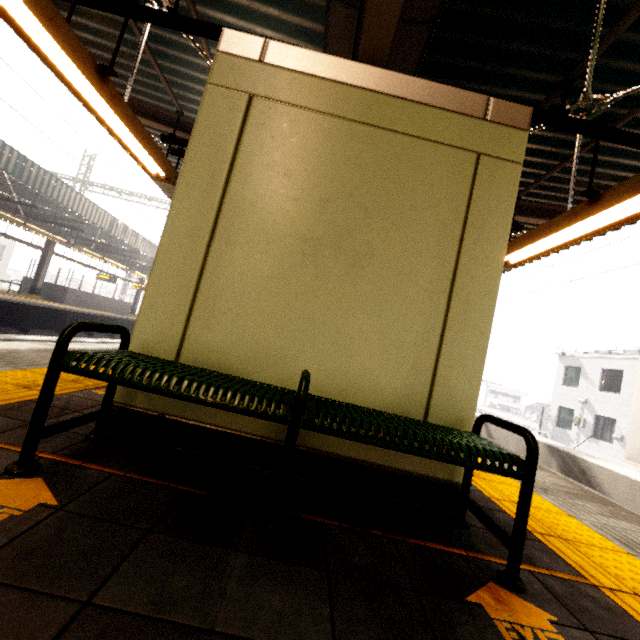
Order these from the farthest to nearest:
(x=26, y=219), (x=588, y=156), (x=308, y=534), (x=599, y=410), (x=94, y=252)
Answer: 1. (x=599, y=410)
2. (x=94, y=252)
3. (x=26, y=219)
4. (x=588, y=156)
5. (x=308, y=534)

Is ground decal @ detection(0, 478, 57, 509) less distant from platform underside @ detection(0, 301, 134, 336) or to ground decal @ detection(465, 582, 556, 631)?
ground decal @ detection(465, 582, 556, 631)

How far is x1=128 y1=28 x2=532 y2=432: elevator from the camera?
2.2m

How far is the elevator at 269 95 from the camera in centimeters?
219cm

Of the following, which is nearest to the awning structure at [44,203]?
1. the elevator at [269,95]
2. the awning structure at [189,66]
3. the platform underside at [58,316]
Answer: the platform underside at [58,316]

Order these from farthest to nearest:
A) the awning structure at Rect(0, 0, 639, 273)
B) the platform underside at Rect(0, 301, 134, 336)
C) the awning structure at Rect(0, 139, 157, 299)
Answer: the platform underside at Rect(0, 301, 134, 336) < the awning structure at Rect(0, 139, 157, 299) < the awning structure at Rect(0, 0, 639, 273)
